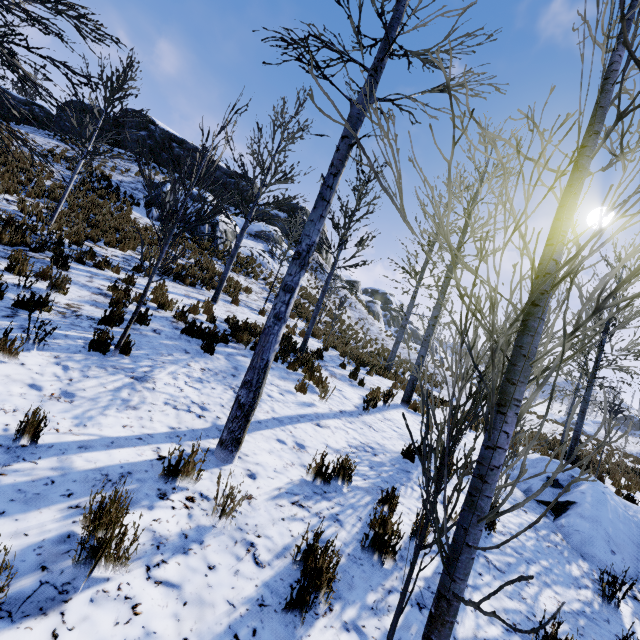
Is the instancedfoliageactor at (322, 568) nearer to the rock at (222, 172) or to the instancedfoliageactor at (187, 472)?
the instancedfoliageactor at (187, 472)

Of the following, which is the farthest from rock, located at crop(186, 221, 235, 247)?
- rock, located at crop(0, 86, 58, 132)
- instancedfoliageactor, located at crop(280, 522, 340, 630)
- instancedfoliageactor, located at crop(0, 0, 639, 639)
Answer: instancedfoliageactor, located at crop(280, 522, 340, 630)

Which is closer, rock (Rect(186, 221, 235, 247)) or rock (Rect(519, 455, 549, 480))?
rock (Rect(519, 455, 549, 480))

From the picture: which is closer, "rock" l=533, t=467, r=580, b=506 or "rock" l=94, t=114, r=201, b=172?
"rock" l=533, t=467, r=580, b=506

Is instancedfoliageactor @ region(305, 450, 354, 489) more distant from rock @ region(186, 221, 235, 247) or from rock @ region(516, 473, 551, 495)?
rock @ region(186, 221, 235, 247)

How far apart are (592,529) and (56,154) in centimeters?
2494cm

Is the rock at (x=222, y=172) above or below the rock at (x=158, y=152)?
above

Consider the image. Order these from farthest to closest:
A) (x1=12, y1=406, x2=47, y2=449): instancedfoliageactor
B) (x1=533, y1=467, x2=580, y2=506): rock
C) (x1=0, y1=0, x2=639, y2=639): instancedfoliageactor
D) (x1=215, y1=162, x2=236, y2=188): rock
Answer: (x1=215, y1=162, x2=236, y2=188): rock → (x1=533, y1=467, x2=580, y2=506): rock → (x1=12, y1=406, x2=47, y2=449): instancedfoliageactor → (x1=0, y1=0, x2=639, y2=639): instancedfoliageactor
